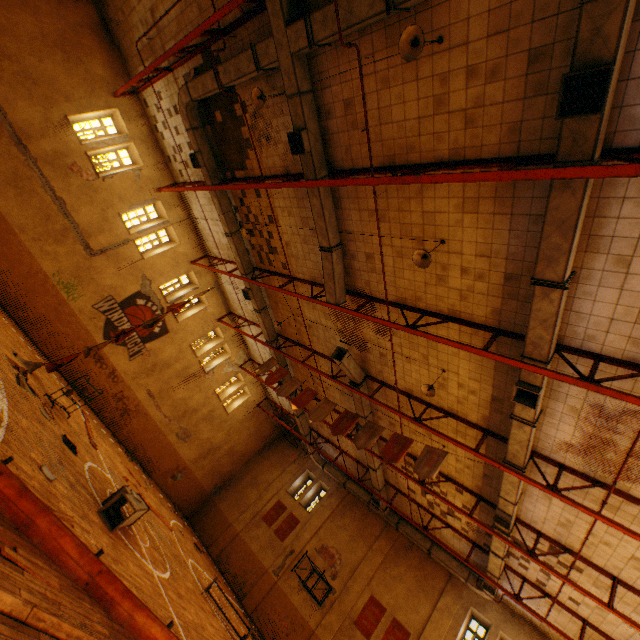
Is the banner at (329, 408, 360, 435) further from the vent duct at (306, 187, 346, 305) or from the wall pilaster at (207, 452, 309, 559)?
the wall pilaster at (207, 452, 309, 559)

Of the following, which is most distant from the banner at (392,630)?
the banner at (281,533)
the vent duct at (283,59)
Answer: the banner at (281,533)

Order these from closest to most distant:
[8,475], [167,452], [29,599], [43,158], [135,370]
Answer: [29,599] < [8,475] < [43,158] < [135,370] < [167,452]

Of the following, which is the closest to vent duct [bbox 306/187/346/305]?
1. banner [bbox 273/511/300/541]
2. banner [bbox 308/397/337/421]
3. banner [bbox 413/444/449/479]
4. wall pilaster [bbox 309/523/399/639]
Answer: wall pilaster [bbox 309/523/399/639]

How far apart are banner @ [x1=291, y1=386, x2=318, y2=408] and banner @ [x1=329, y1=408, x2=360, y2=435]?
1.42m

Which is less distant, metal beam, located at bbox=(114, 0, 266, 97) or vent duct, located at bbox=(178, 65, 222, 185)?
metal beam, located at bbox=(114, 0, 266, 97)

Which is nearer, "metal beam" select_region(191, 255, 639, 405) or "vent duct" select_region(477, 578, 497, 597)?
"metal beam" select_region(191, 255, 639, 405)

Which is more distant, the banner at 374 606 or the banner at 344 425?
the banner at 374 606
